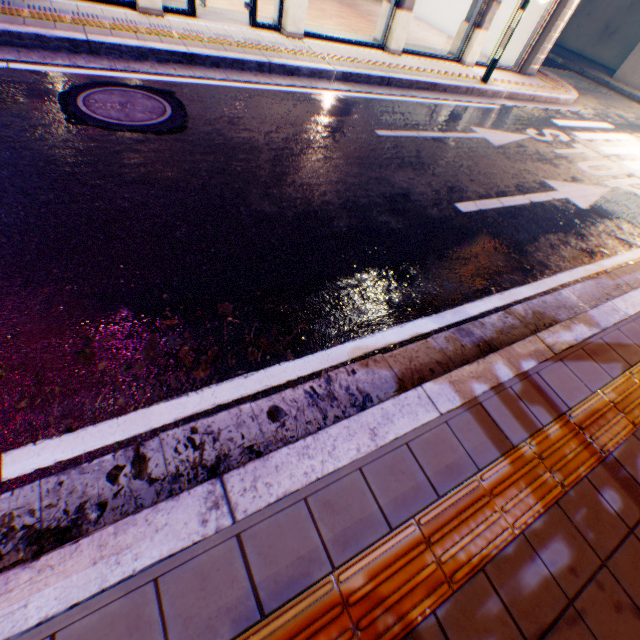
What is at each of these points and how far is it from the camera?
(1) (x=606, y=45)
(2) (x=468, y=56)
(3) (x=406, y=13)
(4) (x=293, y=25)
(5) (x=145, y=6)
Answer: (1) building, 19.20m
(2) column, 9.32m
(3) column, 7.70m
(4) column, 6.86m
(5) column, 5.68m

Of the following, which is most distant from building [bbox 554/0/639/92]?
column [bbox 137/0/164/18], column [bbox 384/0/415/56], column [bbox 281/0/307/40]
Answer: column [bbox 137/0/164/18]

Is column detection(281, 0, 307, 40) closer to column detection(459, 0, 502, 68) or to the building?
column detection(459, 0, 502, 68)

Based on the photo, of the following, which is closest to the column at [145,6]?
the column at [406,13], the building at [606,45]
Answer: the column at [406,13]

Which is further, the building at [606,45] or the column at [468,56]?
the building at [606,45]

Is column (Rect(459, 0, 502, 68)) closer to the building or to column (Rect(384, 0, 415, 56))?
column (Rect(384, 0, 415, 56))
